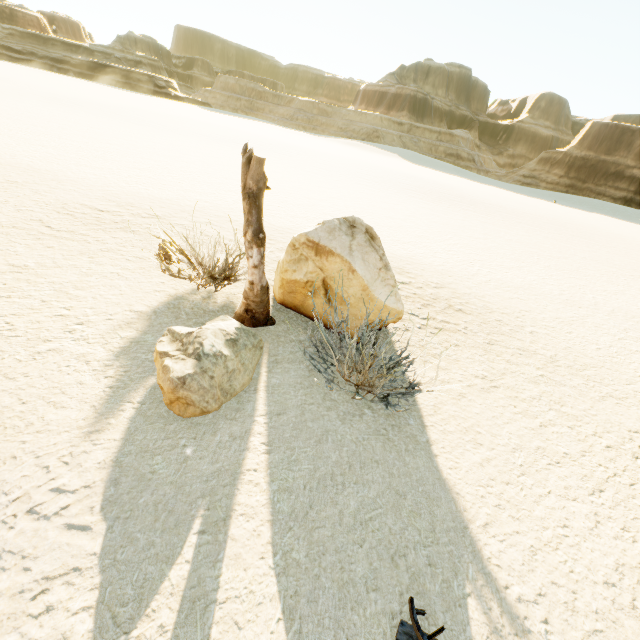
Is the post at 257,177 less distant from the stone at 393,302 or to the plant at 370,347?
the stone at 393,302

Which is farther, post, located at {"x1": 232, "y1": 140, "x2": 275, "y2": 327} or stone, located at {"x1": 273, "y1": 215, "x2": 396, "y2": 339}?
stone, located at {"x1": 273, "y1": 215, "x2": 396, "y2": 339}

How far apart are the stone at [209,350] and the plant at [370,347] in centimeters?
49cm

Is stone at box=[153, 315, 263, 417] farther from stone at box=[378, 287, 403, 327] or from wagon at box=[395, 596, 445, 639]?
wagon at box=[395, 596, 445, 639]

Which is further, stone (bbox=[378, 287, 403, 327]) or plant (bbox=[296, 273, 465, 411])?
stone (bbox=[378, 287, 403, 327])

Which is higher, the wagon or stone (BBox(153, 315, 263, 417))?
stone (BBox(153, 315, 263, 417))

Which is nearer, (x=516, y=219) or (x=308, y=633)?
(x=308, y=633)

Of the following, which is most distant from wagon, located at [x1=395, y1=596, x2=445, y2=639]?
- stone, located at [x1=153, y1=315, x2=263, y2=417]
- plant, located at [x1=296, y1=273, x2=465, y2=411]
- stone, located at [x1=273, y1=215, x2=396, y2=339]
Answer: stone, located at [x1=273, y1=215, x2=396, y2=339]
